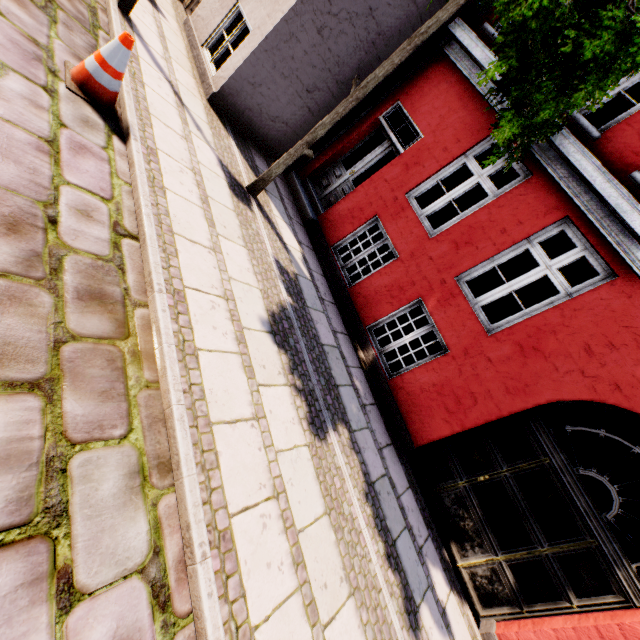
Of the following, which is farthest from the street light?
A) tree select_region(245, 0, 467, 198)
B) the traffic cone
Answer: the traffic cone

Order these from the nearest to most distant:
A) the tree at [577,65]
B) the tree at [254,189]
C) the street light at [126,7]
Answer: the tree at [577,65] < the tree at [254,189] < the street light at [126,7]

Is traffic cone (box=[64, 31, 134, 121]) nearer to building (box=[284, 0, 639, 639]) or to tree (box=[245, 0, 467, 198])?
tree (box=[245, 0, 467, 198])

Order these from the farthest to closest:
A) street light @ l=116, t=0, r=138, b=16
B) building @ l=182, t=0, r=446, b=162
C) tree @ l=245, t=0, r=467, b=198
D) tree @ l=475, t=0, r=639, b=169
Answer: building @ l=182, t=0, r=446, b=162 → street light @ l=116, t=0, r=138, b=16 → tree @ l=245, t=0, r=467, b=198 → tree @ l=475, t=0, r=639, b=169

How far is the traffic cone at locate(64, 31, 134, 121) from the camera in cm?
321

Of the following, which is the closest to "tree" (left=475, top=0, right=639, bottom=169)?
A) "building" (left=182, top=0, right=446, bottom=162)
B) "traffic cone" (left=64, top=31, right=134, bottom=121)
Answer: "building" (left=182, top=0, right=446, bottom=162)

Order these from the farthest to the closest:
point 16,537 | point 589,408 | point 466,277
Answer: point 589,408 < point 466,277 < point 16,537

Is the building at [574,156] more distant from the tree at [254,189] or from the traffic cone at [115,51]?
the traffic cone at [115,51]
